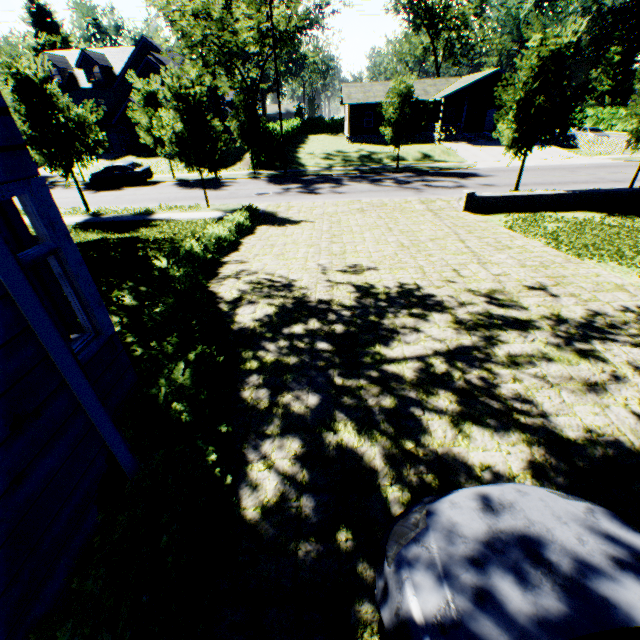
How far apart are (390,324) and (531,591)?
4.46m

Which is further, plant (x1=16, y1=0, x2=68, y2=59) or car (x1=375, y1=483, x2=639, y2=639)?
plant (x1=16, y1=0, x2=68, y2=59)

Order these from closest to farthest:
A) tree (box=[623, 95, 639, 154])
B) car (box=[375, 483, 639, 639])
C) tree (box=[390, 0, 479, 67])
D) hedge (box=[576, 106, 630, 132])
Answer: car (box=[375, 483, 639, 639])
tree (box=[623, 95, 639, 154])
hedge (box=[576, 106, 630, 132])
tree (box=[390, 0, 479, 67])

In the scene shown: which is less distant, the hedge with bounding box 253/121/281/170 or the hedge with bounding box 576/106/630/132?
the hedge with bounding box 253/121/281/170

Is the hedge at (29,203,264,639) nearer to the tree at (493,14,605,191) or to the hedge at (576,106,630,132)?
the tree at (493,14,605,191)

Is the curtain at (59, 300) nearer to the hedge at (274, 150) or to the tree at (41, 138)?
the tree at (41, 138)

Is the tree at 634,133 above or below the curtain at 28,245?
below

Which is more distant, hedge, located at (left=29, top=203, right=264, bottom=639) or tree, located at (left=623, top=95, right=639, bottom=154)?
tree, located at (left=623, top=95, right=639, bottom=154)
